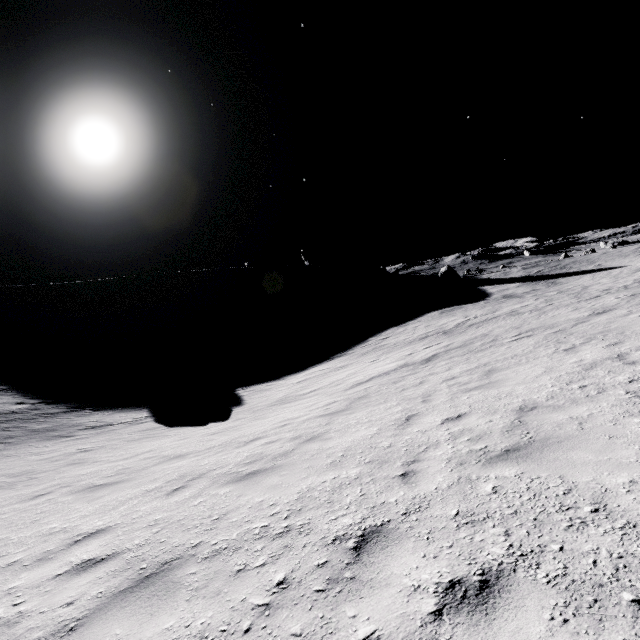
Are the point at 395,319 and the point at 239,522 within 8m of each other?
no
